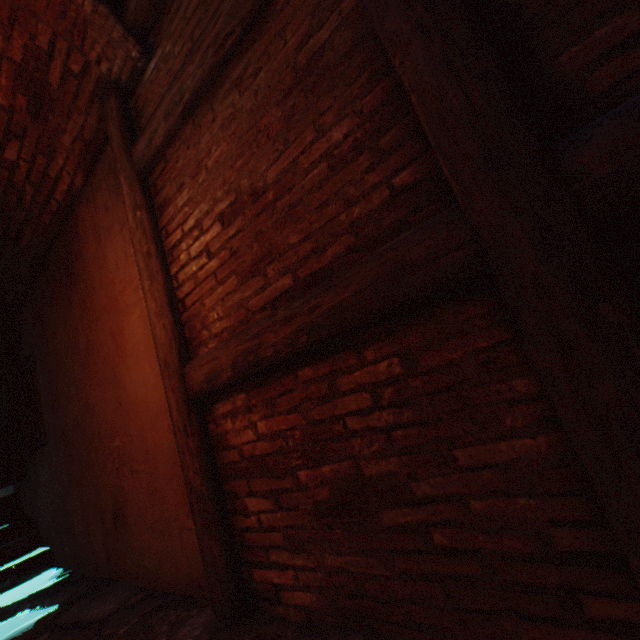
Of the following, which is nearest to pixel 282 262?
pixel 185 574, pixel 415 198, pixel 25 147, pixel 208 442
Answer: pixel 415 198

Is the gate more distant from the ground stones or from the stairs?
the ground stones

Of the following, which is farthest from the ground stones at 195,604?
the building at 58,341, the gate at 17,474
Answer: the gate at 17,474

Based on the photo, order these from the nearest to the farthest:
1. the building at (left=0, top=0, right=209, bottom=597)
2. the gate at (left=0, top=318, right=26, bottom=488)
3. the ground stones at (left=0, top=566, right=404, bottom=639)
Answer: the ground stones at (left=0, top=566, right=404, bottom=639), the building at (left=0, top=0, right=209, bottom=597), the gate at (left=0, top=318, right=26, bottom=488)

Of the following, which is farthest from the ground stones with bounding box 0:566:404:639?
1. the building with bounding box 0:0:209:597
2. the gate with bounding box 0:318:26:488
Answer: the gate with bounding box 0:318:26:488

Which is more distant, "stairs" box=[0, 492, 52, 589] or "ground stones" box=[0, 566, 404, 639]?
"stairs" box=[0, 492, 52, 589]
